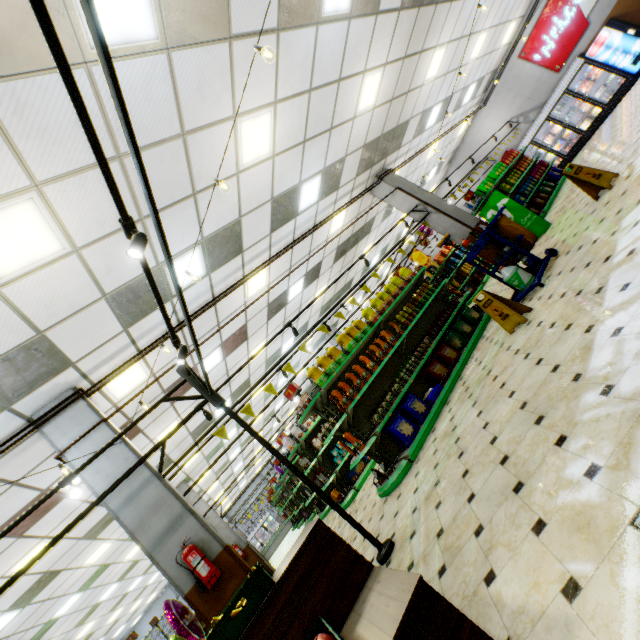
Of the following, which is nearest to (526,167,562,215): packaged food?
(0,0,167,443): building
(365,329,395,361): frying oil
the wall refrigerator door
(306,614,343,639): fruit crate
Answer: (0,0,167,443): building

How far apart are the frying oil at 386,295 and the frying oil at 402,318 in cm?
22

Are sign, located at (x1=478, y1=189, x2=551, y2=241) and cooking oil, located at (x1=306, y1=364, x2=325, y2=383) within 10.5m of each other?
yes

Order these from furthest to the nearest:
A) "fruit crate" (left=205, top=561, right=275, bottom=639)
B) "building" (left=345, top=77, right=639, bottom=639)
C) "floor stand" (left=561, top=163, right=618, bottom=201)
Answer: "floor stand" (left=561, top=163, right=618, bottom=201), "fruit crate" (left=205, top=561, right=275, bottom=639), "building" (left=345, top=77, right=639, bottom=639)

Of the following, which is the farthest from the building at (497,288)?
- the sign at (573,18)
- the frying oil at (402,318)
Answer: the frying oil at (402,318)

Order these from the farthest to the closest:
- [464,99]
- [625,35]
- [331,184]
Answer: [464,99]
[625,35]
[331,184]

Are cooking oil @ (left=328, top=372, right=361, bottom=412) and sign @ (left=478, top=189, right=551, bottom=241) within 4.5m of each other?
no

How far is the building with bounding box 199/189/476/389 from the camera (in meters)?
8.78
